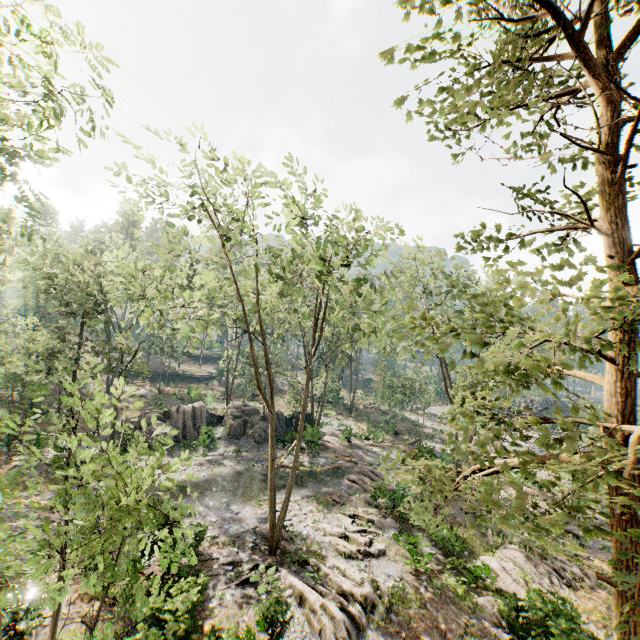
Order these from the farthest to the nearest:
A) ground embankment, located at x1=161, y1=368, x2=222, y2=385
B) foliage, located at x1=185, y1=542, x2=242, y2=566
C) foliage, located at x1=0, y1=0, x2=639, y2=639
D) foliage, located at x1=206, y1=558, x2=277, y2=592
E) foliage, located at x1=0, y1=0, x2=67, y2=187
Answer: ground embankment, located at x1=161, y1=368, x2=222, y2=385 < foliage, located at x1=206, y1=558, x2=277, y2=592 < foliage, located at x1=0, y1=0, x2=67, y2=187 < foliage, located at x1=185, y1=542, x2=242, y2=566 < foliage, located at x1=0, y1=0, x2=639, y2=639

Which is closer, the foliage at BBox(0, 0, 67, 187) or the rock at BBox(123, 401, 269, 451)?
the foliage at BBox(0, 0, 67, 187)

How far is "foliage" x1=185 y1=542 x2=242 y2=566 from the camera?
4.6m

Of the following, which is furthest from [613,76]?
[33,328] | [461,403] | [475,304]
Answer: [33,328]

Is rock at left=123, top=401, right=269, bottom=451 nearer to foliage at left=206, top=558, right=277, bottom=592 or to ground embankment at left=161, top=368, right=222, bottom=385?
foliage at left=206, top=558, right=277, bottom=592

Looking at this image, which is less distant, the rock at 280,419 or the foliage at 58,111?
the foliage at 58,111

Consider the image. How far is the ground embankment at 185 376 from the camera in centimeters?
5350cm
